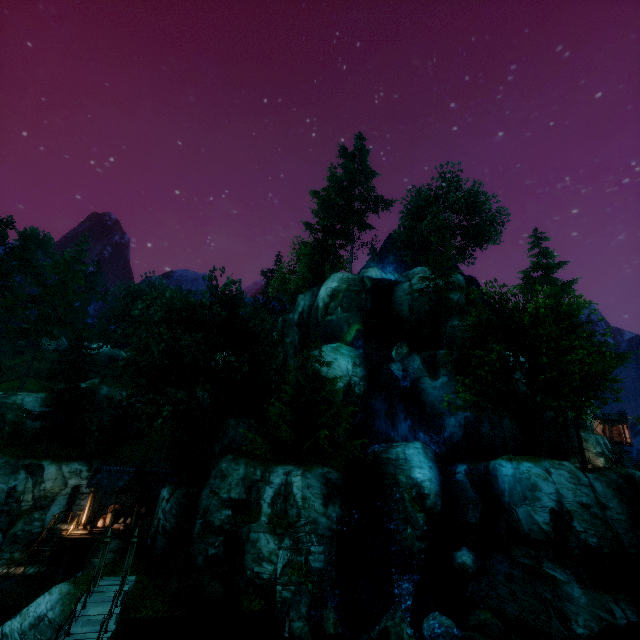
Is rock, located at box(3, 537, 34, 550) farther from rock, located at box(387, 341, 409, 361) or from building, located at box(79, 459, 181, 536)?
rock, located at box(387, 341, 409, 361)

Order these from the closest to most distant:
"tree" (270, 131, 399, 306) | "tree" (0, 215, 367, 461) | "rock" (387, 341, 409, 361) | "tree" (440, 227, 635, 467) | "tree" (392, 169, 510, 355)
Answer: "tree" (440, 227, 635, 467) < "tree" (0, 215, 367, 461) < "rock" (387, 341, 409, 361) < "tree" (392, 169, 510, 355) < "tree" (270, 131, 399, 306)

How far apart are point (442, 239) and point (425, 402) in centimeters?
1698cm

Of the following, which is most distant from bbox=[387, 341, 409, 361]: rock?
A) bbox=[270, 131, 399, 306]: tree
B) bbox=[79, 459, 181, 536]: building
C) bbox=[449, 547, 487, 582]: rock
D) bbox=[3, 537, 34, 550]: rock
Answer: bbox=[3, 537, 34, 550]: rock

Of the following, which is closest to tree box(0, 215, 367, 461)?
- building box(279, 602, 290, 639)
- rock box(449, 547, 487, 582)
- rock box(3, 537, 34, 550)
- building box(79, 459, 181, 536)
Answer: building box(79, 459, 181, 536)

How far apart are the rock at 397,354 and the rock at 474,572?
15.07m

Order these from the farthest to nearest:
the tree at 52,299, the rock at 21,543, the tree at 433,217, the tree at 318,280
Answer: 1. the tree at 318,280
2. the tree at 433,217
3. the rock at 21,543
4. the tree at 52,299

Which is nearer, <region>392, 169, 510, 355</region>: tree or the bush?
the bush
